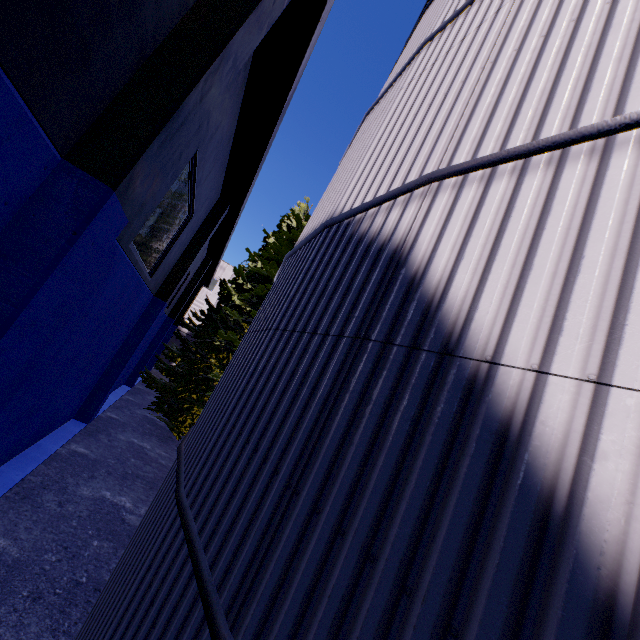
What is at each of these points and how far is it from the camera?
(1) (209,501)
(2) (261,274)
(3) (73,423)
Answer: (1) silo, 2.5 meters
(2) tree, 17.1 meters
(3) building, 10.8 meters

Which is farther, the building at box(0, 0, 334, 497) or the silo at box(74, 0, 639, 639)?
the building at box(0, 0, 334, 497)

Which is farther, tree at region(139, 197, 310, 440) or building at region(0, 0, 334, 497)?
tree at region(139, 197, 310, 440)

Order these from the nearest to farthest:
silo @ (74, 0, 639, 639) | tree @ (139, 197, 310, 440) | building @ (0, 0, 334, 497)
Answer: silo @ (74, 0, 639, 639) < building @ (0, 0, 334, 497) < tree @ (139, 197, 310, 440)

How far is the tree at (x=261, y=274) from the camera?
14.73m

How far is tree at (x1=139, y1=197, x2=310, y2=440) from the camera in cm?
1473

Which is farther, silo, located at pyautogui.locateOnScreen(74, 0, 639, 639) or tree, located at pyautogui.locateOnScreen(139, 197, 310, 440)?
tree, located at pyautogui.locateOnScreen(139, 197, 310, 440)

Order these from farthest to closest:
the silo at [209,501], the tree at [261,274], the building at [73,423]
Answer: the tree at [261,274] < the building at [73,423] < the silo at [209,501]
